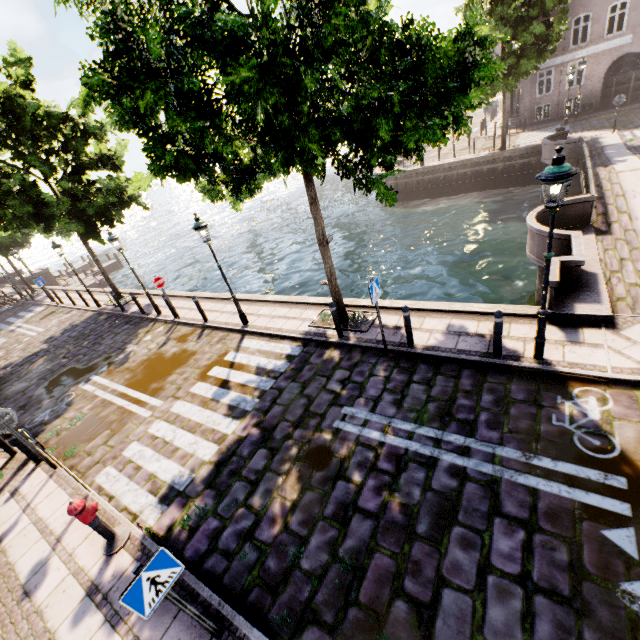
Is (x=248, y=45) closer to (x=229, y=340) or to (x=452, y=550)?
(x=452, y=550)

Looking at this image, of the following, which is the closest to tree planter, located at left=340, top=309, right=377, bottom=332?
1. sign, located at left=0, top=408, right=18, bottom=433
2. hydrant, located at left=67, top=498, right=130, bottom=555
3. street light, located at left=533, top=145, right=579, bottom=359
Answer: street light, located at left=533, top=145, right=579, bottom=359

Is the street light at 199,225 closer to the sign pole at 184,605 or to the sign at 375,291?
the sign at 375,291

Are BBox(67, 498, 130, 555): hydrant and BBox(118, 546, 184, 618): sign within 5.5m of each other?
yes

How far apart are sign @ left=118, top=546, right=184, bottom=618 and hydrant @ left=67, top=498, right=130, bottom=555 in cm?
267

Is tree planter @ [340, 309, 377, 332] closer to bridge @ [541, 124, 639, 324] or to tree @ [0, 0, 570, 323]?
tree @ [0, 0, 570, 323]

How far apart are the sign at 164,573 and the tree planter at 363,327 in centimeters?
642cm

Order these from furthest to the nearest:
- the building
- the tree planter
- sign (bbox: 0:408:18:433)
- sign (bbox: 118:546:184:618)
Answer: the building, the tree planter, sign (bbox: 0:408:18:433), sign (bbox: 118:546:184:618)
